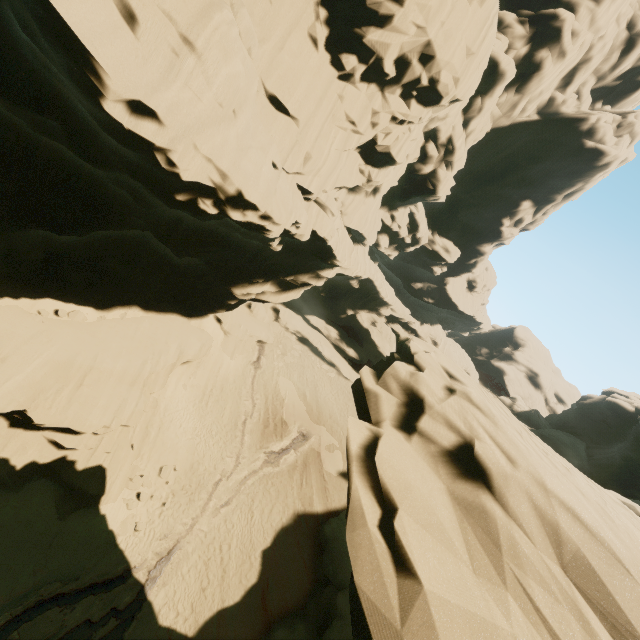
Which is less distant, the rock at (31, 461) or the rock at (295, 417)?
the rock at (31, 461)

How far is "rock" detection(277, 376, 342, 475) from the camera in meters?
26.8

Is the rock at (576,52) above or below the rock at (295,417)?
above

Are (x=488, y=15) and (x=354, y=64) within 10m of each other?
yes

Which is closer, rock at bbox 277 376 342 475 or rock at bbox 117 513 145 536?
rock at bbox 117 513 145 536

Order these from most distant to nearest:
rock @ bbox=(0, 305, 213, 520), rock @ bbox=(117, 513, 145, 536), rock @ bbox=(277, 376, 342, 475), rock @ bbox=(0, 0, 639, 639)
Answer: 1. rock @ bbox=(277, 376, 342, 475)
2. rock @ bbox=(117, 513, 145, 536)
3. rock @ bbox=(0, 305, 213, 520)
4. rock @ bbox=(0, 0, 639, 639)

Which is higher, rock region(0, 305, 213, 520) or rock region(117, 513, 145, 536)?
rock region(0, 305, 213, 520)
